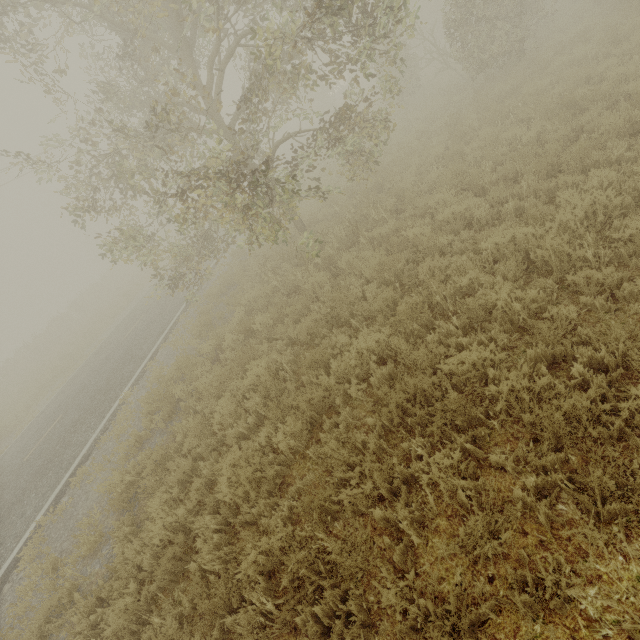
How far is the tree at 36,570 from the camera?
5.8m

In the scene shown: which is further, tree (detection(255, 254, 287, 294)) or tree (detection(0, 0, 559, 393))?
tree (detection(255, 254, 287, 294))

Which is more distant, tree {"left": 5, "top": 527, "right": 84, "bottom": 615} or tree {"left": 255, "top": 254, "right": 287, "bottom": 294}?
tree {"left": 255, "top": 254, "right": 287, "bottom": 294}

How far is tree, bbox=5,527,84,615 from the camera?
5.8 meters

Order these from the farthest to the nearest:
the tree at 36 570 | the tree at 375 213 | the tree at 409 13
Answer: the tree at 375 213 → the tree at 409 13 → the tree at 36 570

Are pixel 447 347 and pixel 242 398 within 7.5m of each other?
yes
